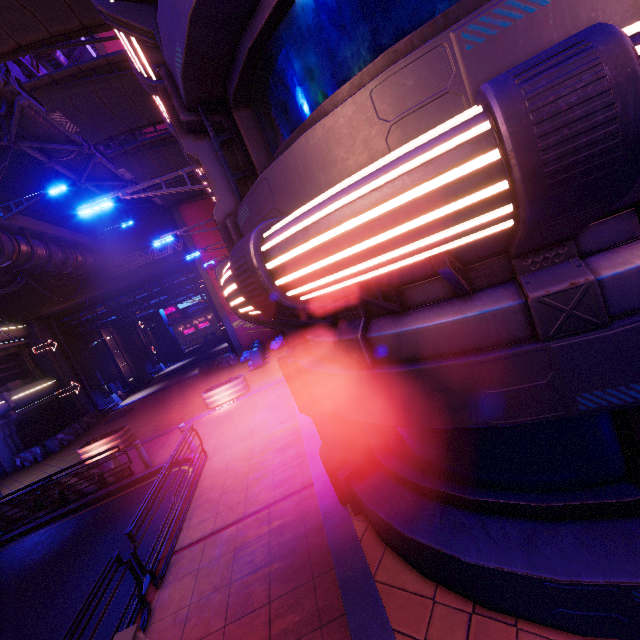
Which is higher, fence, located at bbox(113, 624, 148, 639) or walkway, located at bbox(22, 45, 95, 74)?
walkway, located at bbox(22, 45, 95, 74)

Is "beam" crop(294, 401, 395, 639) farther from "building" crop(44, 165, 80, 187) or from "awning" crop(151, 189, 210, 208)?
"building" crop(44, 165, 80, 187)

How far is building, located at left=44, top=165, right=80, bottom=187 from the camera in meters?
21.7 m

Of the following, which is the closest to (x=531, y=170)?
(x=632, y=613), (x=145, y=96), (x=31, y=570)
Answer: (x=632, y=613)

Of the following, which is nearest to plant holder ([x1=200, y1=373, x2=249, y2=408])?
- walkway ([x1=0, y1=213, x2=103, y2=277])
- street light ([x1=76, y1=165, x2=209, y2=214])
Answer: street light ([x1=76, y1=165, x2=209, y2=214])

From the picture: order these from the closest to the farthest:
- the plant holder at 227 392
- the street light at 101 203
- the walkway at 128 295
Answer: the street light at 101 203 < the plant holder at 227 392 < the walkway at 128 295

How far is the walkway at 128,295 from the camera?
27.88m

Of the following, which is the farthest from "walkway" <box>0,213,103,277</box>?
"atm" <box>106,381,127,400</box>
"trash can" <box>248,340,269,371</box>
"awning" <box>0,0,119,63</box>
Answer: "trash can" <box>248,340,269,371</box>
